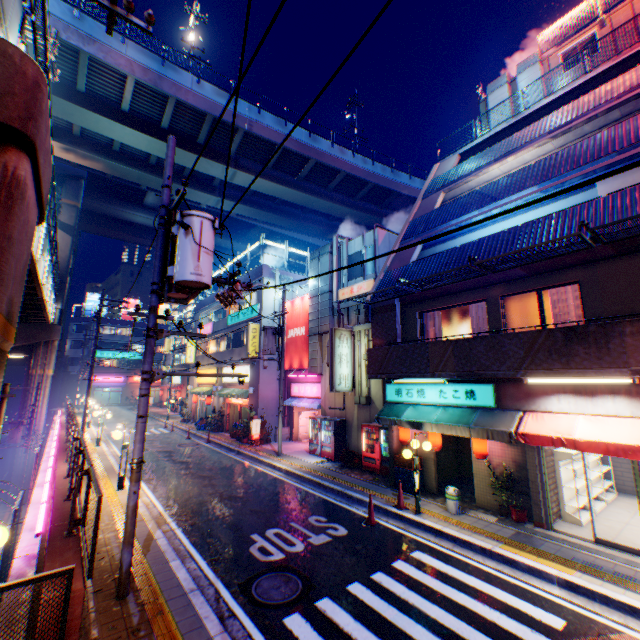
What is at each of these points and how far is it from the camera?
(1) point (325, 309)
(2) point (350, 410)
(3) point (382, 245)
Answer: (1) ventilation tube, 19.7m
(2) building, 17.6m
(3) building, 17.7m

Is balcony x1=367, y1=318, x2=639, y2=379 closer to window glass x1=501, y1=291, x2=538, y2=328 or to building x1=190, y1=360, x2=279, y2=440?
window glass x1=501, y1=291, x2=538, y2=328

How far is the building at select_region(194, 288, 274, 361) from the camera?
23.5 meters

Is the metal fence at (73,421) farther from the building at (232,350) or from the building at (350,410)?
the building at (350,410)

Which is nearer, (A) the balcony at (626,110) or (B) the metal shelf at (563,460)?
(B) the metal shelf at (563,460)

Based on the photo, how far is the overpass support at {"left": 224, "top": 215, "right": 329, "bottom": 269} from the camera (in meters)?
45.53

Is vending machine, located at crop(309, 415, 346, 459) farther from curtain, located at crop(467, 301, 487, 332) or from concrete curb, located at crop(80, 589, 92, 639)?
concrete curb, located at crop(80, 589, 92, 639)

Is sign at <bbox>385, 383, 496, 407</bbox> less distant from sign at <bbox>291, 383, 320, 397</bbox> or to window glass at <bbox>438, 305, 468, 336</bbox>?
window glass at <bbox>438, 305, 468, 336</bbox>
